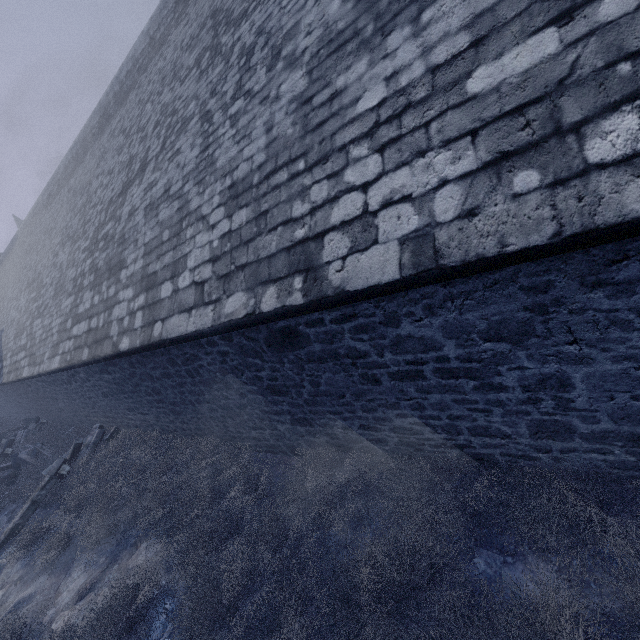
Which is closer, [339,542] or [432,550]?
[432,550]

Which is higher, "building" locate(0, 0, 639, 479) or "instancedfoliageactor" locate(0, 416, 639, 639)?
"building" locate(0, 0, 639, 479)

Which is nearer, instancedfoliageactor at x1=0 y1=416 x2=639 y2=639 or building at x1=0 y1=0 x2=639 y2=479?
building at x1=0 y1=0 x2=639 y2=479

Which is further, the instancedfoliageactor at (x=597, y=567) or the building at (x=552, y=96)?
the instancedfoliageactor at (x=597, y=567)

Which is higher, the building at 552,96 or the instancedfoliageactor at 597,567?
the building at 552,96
